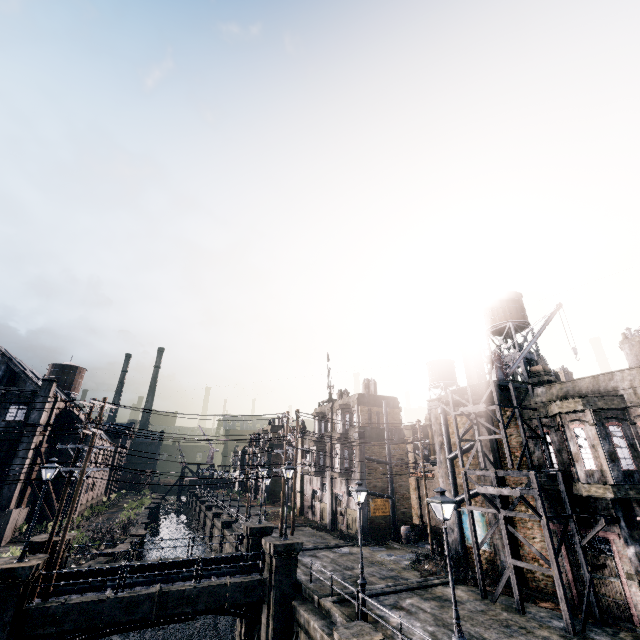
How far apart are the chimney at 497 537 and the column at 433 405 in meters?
2.9 m

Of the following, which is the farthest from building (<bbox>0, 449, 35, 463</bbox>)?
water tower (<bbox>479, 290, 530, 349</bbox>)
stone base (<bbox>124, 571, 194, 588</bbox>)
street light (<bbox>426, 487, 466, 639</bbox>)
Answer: water tower (<bbox>479, 290, 530, 349</bbox>)

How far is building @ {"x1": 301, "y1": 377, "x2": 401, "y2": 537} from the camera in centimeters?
3419cm

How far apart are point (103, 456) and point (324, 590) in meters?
52.8 m

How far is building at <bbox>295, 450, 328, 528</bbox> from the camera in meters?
39.3

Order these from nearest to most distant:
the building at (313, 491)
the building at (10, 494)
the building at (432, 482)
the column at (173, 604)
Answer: the column at (173, 604)
the building at (10, 494)
the building at (432, 482)
the building at (313, 491)

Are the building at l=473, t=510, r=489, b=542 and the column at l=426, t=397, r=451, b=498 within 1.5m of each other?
yes

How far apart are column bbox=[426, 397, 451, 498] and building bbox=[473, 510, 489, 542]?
0.0 meters
